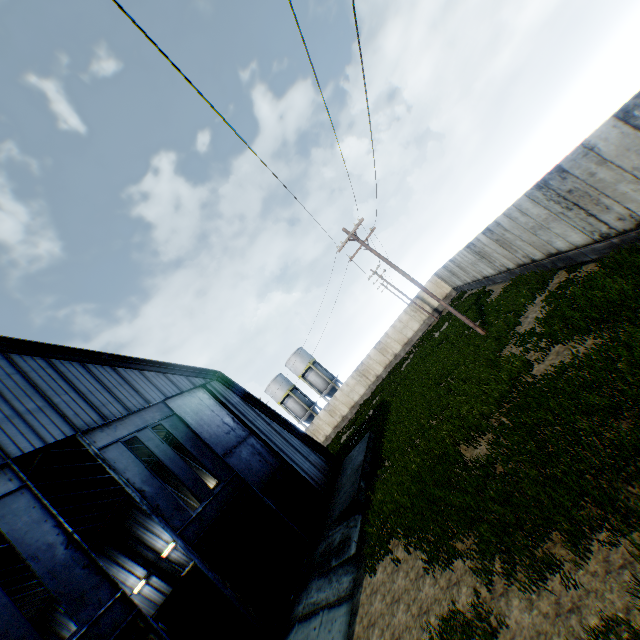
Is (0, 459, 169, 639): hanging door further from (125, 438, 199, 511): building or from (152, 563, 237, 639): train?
(152, 563, 237, 639): train

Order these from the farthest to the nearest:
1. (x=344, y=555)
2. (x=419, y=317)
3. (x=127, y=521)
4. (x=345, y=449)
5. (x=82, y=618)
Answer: (x=419, y=317) → (x=345, y=449) → (x=127, y=521) → (x=344, y=555) → (x=82, y=618)

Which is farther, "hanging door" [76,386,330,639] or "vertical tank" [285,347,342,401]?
"vertical tank" [285,347,342,401]

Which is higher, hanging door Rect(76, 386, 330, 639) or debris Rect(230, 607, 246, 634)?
hanging door Rect(76, 386, 330, 639)

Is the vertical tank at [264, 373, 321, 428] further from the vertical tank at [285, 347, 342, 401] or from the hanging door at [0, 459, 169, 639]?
the hanging door at [0, 459, 169, 639]

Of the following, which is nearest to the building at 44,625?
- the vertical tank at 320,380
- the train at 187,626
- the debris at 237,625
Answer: the train at 187,626

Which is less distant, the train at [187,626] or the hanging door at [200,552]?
the hanging door at [200,552]

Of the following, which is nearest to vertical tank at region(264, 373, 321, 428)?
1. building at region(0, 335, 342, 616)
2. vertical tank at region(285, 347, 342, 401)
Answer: vertical tank at region(285, 347, 342, 401)
